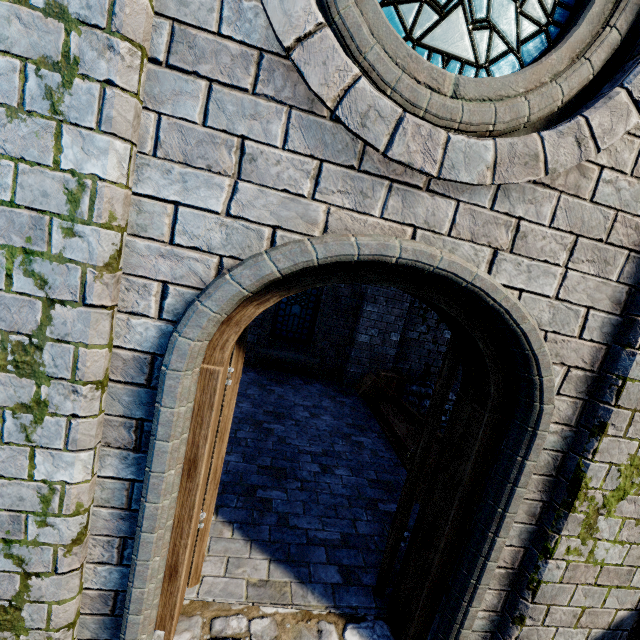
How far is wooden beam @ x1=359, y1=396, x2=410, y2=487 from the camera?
4.79m

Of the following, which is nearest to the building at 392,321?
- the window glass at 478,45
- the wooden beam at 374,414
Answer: the wooden beam at 374,414

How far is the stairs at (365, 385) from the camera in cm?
545

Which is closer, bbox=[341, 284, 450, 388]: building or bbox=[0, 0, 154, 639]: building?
bbox=[0, 0, 154, 639]: building

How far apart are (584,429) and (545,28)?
2.4 meters

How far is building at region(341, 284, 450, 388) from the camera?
7.3 meters

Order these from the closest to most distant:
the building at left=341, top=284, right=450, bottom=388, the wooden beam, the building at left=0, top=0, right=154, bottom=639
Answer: the building at left=0, top=0, right=154, bottom=639 < the wooden beam < the building at left=341, top=284, right=450, bottom=388

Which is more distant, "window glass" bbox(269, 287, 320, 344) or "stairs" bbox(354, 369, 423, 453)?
"window glass" bbox(269, 287, 320, 344)
